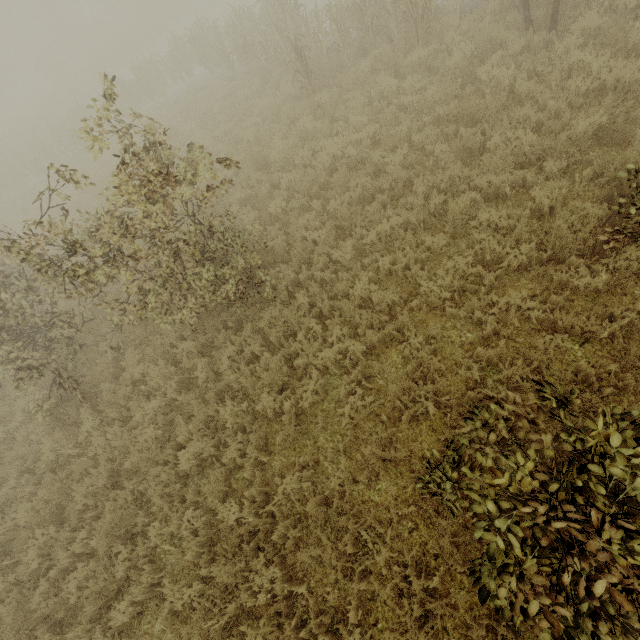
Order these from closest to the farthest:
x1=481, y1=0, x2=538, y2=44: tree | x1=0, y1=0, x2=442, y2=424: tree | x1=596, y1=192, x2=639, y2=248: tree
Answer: x1=596, y1=192, x2=639, y2=248: tree
x1=0, y1=0, x2=442, y2=424: tree
x1=481, y1=0, x2=538, y2=44: tree

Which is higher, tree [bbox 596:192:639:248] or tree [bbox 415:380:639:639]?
tree [bbox 415:380:639:639]

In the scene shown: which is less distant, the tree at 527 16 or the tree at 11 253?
the tree at 11 253

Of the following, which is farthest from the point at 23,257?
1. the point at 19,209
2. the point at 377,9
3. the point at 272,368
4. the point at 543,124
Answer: the point at 19,209

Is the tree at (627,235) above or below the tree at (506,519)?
below

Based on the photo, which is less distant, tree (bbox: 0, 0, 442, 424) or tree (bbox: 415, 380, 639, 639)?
tree (bbox: 415, 380, 639, 639)
